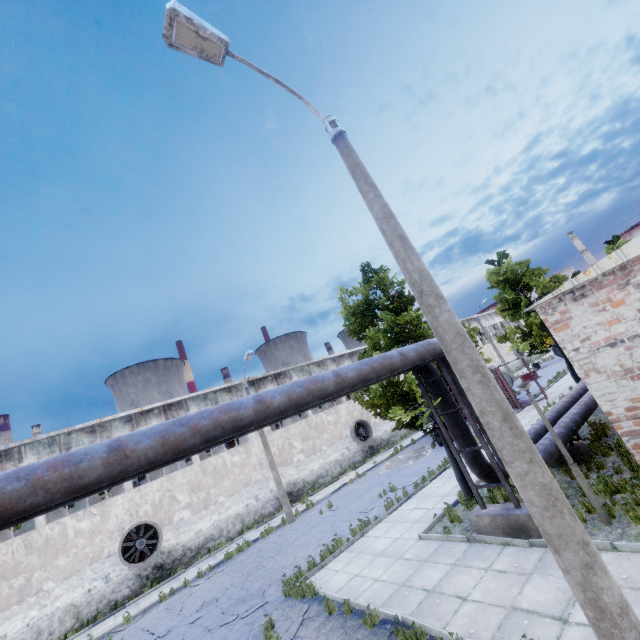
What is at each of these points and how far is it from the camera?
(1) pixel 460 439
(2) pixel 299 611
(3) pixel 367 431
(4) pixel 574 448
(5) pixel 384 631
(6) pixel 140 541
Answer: (1) pipe, 9.6 meters
(2) asphalt debris, 9.0 meters
(3) fan, 30.0 meters
(4) pipe holder, 10.5 meters
(5) asphalt debris, 6.7 meters
(6) fan, 18.1 meters

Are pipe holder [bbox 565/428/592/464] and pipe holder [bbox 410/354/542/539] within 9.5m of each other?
yes

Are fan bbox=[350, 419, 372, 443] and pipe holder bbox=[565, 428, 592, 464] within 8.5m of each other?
no

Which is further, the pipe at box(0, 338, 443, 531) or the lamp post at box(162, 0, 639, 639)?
the pipe at box(0, 338, 443, 531)

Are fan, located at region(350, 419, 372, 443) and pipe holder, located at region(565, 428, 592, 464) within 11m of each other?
no

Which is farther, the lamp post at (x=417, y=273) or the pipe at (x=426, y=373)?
the pipe at (x=426, y=373)

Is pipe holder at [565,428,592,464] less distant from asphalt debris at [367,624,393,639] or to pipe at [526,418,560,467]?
pipe at [526,418,560,467]

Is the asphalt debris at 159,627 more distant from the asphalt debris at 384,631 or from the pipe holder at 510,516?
the pipe holder at 510,516
